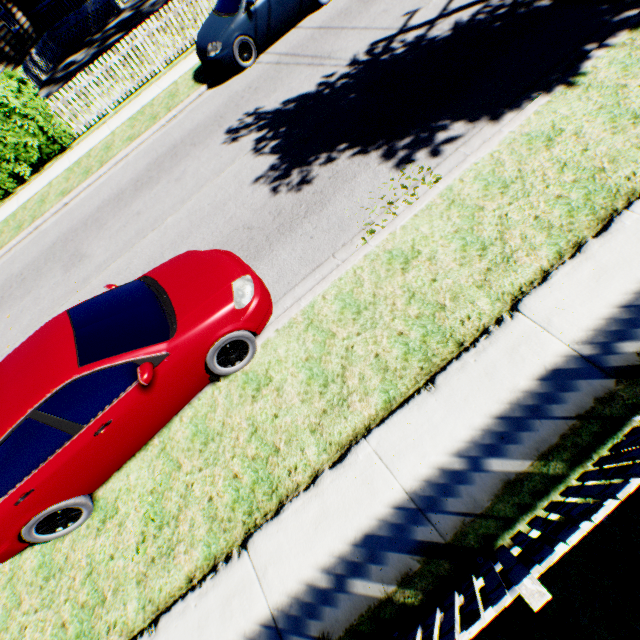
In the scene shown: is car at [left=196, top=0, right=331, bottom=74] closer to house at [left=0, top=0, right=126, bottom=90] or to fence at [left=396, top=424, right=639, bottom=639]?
fence at [left=396, top=424, right=639, bottom=639]

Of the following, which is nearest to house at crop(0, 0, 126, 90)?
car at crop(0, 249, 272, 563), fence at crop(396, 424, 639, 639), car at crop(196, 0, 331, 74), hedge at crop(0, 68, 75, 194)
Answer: hedge at crop(0, 68, 75, 194)

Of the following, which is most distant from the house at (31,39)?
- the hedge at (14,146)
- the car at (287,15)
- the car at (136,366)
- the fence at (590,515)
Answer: the fence at (590,515)

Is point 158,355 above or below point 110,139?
above

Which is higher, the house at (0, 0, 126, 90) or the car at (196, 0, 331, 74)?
the house at (0, 0, 126, 90)

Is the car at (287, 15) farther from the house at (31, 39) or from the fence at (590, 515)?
the house at (31, 39)

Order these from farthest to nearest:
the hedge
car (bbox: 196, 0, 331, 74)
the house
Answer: the house → the hedge → car (bbox: 196, 0, 331, 74)
